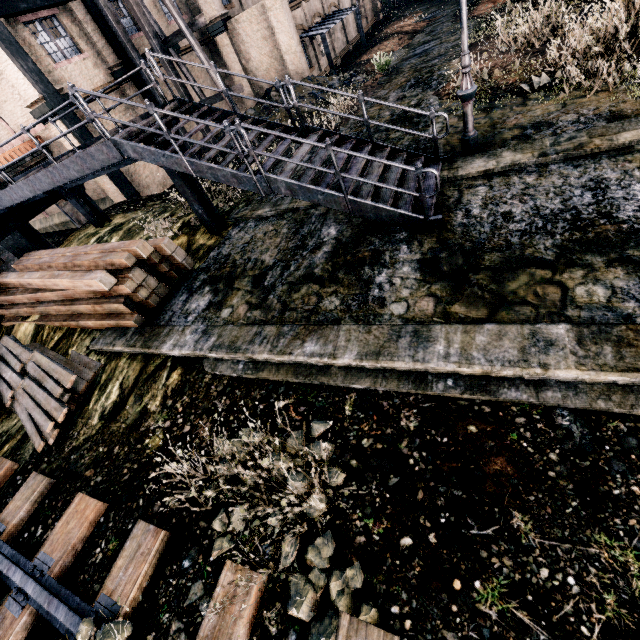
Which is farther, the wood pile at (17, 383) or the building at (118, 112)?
the building at (118, 112)

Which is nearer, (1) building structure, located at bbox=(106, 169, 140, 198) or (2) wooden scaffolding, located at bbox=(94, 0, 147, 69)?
(2) wooden scaffolding, located at bbox=(94, 0, 147, 69)

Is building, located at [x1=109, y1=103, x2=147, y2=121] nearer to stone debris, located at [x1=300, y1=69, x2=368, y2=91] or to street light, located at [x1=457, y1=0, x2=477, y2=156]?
stone debris, located at [x1=300, y1=69, x2=368, y2=91]

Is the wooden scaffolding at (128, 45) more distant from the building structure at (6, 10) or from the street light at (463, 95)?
the street light at (463, 95)

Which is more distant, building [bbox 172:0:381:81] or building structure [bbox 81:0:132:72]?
building [bbox 172:0:381:81]

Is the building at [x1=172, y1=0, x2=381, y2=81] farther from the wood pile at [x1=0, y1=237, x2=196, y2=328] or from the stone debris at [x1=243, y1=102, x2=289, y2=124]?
the wood pile at [x1=0, y1=237, x2=196, y2=328]

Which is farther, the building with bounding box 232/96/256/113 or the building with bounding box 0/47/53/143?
the building with bounding box 232/96/256/113

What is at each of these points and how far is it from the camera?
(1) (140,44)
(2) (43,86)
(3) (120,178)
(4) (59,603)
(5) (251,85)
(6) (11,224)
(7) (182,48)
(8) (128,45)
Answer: (1) building, 19.0m
(2) building structure, 14.4m
(3) building structure, 17.4m
(4) railway, 4.9m
(5) building, 24.7m
(6) building structure, 13.4m
(7) building, 21.5m
(8) wooden scaffolding, 16.5m
